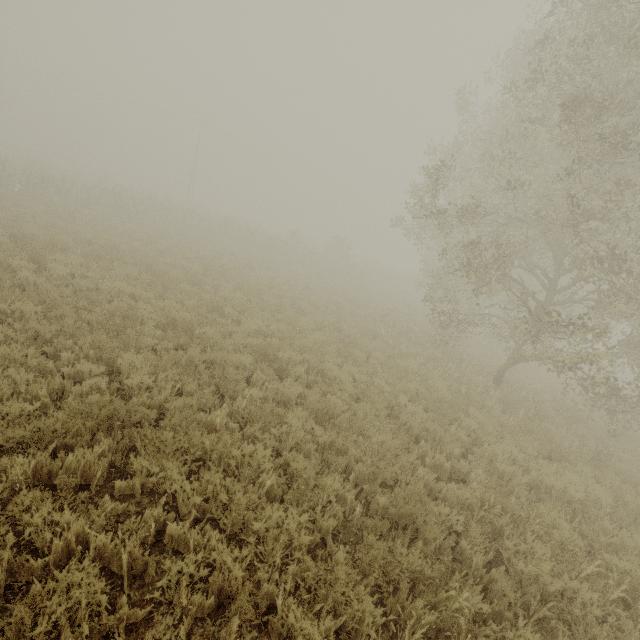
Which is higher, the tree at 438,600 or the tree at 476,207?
the tree at 476,207

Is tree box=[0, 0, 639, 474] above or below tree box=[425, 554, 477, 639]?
above

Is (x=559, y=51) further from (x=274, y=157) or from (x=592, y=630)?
(x=274, y=157)

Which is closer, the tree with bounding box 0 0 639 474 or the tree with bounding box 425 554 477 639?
the tree with bounding box 425 554 477 639

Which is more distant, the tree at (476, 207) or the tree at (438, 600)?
the tree at (476, 207)
